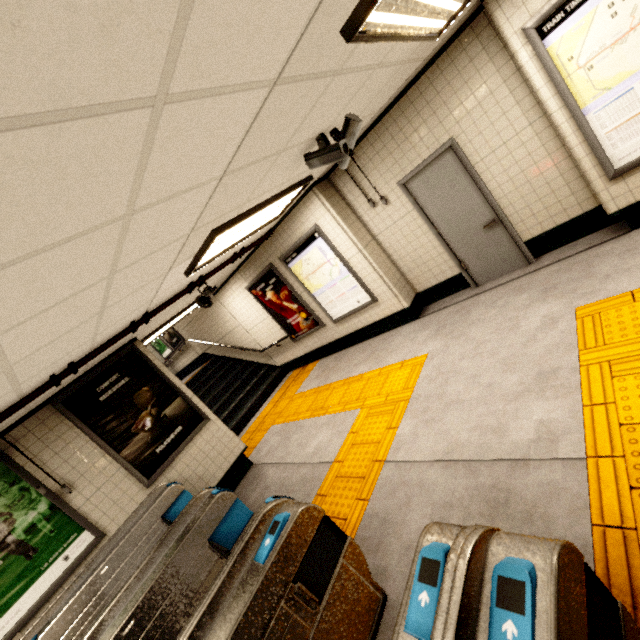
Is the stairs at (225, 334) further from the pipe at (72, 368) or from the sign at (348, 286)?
the sign at (348, 286)

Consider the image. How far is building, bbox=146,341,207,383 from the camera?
11.4 meters

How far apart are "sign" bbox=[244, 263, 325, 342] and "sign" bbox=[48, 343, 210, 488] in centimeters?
284cm

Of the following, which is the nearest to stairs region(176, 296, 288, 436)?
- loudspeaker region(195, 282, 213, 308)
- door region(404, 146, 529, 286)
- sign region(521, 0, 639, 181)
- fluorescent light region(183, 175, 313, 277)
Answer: loudspeaker region(195, 282, 213, 308)

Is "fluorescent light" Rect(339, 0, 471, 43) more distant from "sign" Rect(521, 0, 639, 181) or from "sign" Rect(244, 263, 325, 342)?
"sign" Rect(244, 263, 325, 342)

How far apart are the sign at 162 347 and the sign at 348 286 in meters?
7.7 m

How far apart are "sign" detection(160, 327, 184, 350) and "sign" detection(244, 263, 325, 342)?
4.6m

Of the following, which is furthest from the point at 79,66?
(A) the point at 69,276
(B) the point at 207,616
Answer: (B) the point at 207,616
